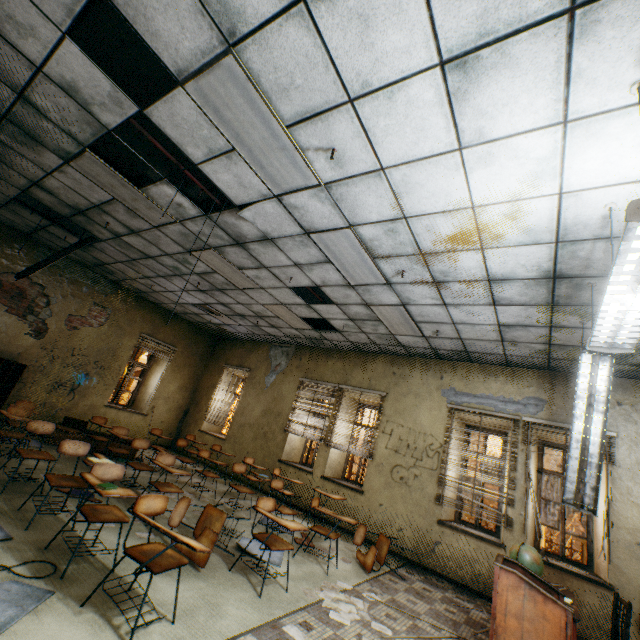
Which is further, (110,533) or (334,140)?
(110,533)

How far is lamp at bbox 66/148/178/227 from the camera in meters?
4.1

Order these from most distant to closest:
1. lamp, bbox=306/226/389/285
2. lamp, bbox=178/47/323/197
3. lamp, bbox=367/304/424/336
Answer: lamp, bbox=367/304/424/336 → lamp, bbox=306/226/389/285 → lamp, bbox=178/47/323/197

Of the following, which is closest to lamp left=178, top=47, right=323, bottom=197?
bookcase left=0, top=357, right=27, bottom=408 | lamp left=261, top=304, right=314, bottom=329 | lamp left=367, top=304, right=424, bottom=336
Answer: lamp left=367, top=304, right=424, bottom=336

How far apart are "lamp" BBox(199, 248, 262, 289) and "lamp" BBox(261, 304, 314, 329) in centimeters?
66cm

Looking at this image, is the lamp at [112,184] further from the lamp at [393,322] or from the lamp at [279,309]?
the lamp at [393,322]

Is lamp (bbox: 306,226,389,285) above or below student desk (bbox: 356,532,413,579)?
above

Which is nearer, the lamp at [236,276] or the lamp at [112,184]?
the lamp at [112,184]
